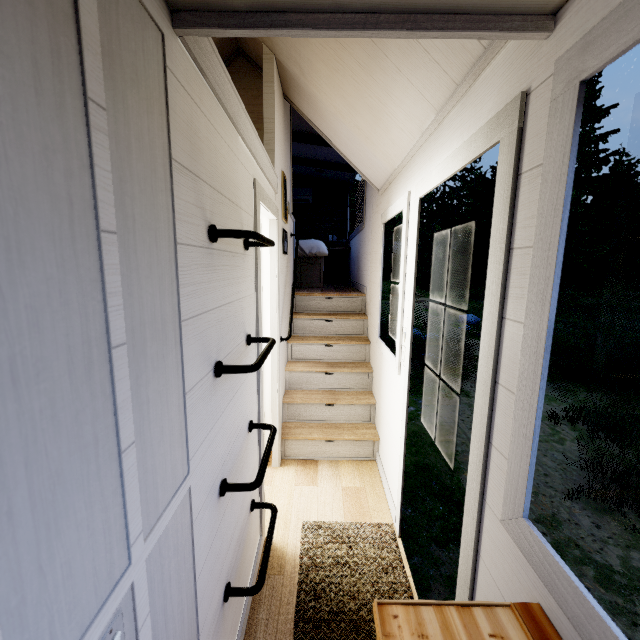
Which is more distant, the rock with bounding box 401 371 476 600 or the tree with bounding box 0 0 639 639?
the rock with bounding box 401 371 476 600

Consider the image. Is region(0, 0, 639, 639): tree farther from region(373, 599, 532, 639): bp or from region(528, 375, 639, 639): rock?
region(528, 375, 639, 639): rock

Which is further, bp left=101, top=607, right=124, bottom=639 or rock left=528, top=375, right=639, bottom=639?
rock left=528, top=375, right=639, bottom=639

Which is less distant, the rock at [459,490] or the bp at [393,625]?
the bp at [393,625]

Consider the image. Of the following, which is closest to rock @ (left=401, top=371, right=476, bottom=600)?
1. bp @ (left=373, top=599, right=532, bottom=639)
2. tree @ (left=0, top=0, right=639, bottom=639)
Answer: tree @ (left=0, top=0, right=639, bottom=639)

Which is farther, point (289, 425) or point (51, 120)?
point (289, 425)

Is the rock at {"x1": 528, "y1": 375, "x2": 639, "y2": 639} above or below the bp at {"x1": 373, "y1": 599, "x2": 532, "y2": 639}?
below
